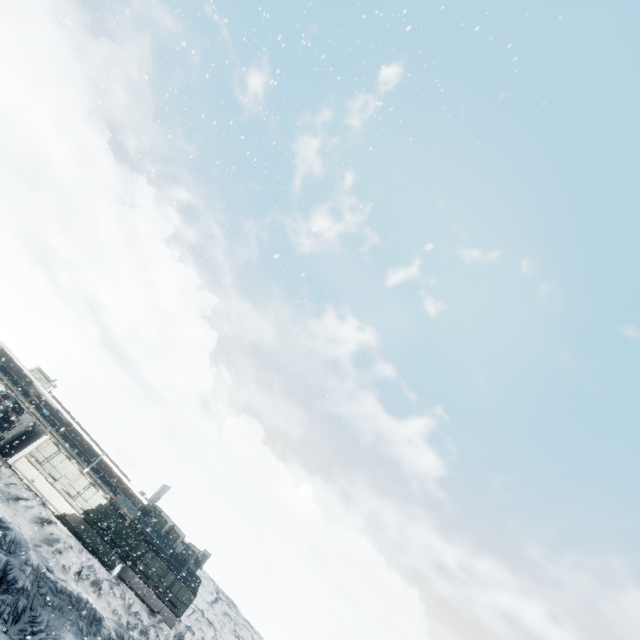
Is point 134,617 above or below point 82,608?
below
